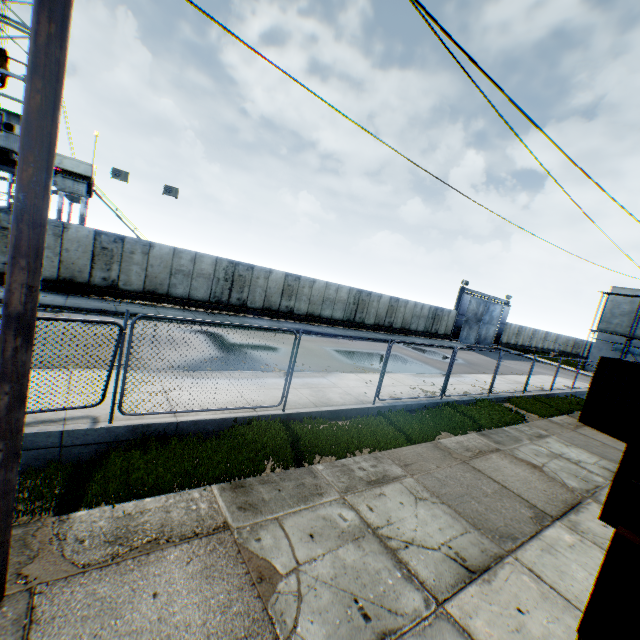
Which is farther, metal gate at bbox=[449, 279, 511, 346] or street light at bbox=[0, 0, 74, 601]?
metal gate at bbox=[449, 279, 511, 346]

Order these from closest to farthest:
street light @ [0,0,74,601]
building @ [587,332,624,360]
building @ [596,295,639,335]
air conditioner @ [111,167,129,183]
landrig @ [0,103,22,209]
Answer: street light @ [0,0,74,601]
landrig @ [0,103,22,209]
air conditioner @ [111,167,129,183]
building @ [596,295,639,335]
building @ [587,332,624,360]

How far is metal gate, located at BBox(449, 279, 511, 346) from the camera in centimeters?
3574cm

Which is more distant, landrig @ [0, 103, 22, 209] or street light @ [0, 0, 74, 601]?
landrig @ [0, 103, 22, 209]

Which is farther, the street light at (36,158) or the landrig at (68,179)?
the landrig at (68,179)

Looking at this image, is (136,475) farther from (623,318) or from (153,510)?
(623,318)

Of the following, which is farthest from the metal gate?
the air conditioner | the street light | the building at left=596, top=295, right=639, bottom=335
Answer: the street light
